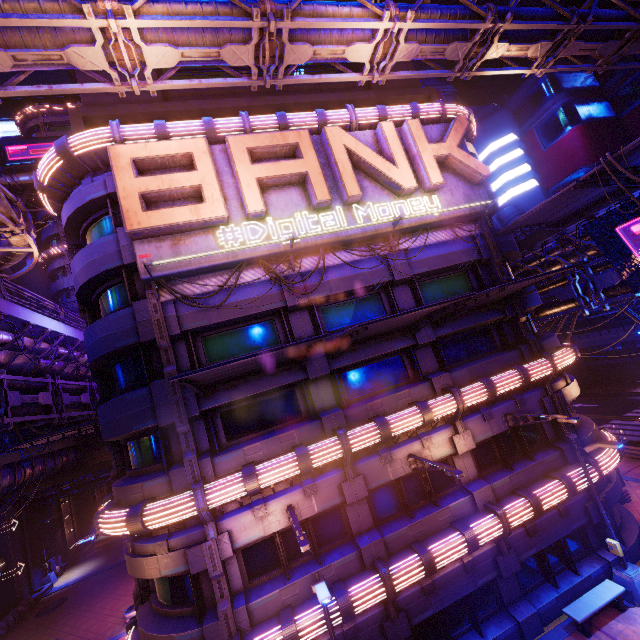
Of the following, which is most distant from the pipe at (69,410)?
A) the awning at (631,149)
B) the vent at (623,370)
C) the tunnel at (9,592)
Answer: the vent at (623,370)

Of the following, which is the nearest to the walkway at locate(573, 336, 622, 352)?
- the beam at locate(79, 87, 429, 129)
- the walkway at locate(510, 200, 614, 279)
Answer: the walkway at locate(510, 200, 614, 279)

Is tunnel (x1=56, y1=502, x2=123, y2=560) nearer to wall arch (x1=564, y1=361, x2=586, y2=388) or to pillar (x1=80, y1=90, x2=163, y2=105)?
wall arch (x1=564, y1=361, x2=586, y2=388)

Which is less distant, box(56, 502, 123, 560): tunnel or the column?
the column

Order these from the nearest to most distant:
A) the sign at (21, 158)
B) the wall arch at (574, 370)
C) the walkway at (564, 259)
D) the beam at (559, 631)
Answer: the beam at (559, 631) → the walkway at (564, 259) → the sign at (21, 158) → the wall arch at (574, 370)

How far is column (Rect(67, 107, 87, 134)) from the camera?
14.19m

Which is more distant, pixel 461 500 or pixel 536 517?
pixel 536 517

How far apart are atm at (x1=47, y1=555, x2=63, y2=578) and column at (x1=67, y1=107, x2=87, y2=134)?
39.99m
